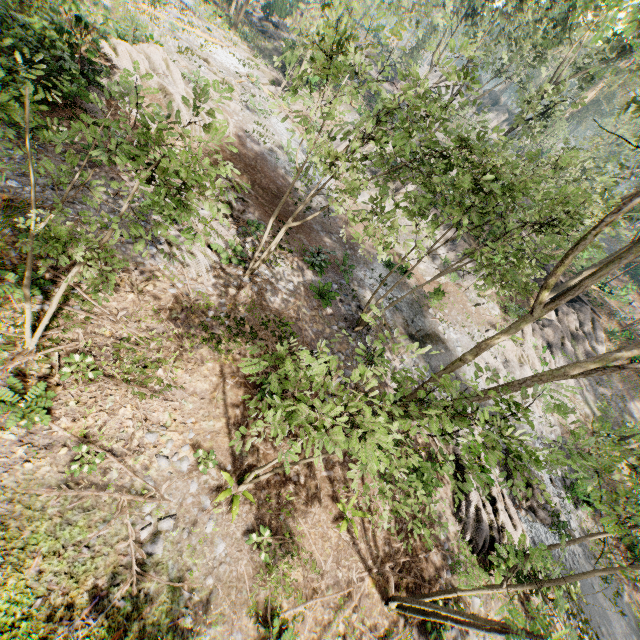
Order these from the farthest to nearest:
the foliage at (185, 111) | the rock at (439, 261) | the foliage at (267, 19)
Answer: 1. the foliage at (267, 19)
2. the rock at (439, 261)
3. the foliage at (185, 111)

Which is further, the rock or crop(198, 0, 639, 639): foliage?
the rock

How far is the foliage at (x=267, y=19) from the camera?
38.6m

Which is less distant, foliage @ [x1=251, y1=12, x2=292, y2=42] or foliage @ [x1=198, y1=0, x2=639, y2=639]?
foliage @ [x1=198, y1=0, x2=639, y2=639]

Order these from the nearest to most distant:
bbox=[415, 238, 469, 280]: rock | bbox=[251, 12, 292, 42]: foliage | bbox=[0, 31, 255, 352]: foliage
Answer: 1. bbox=[0, 31, 255, 352]: foliage
2. bbox=[415, 238, 469, 280]: rock
3. bbox=[251, 12, 292, 42]: foliage

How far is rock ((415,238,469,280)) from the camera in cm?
2389

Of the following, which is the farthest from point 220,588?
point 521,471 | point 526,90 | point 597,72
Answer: point 597,72

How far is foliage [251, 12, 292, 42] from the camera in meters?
38.6 m
